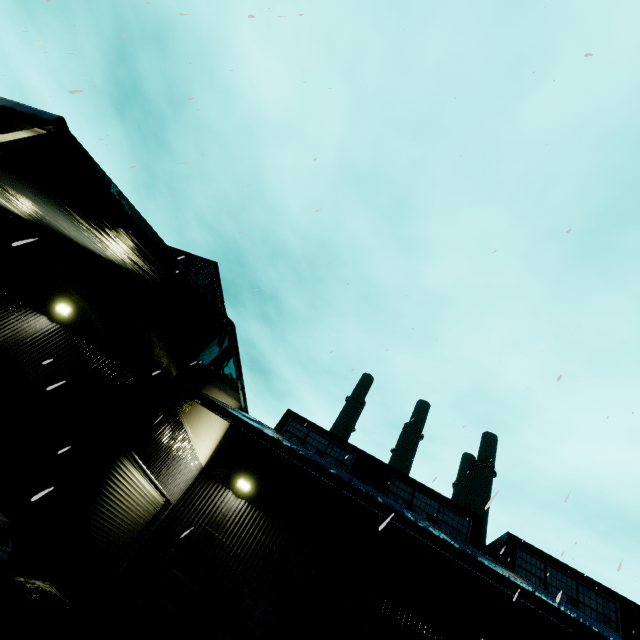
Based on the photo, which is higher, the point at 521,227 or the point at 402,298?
the point at 521,227

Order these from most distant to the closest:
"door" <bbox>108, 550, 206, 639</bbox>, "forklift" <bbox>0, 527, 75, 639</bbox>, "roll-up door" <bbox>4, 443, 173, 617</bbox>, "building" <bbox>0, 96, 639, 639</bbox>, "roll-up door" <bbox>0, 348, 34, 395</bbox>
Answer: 1. "door" <bbox>108, 550, 206, 639</bbox>
2. "roll-up door" <bbox>0, 348, 34, 395</bbox>
3. "roll-up door" <bbox>4, 443, 173, 617</bbox>
4. "building" <bbox>0, 96, 639, 639</bbox>
5. "forklift" <bbox>0, 527, 75, 639</bbox>

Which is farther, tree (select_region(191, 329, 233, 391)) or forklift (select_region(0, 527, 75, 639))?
tree (select_region(191, 329, 233, 391))

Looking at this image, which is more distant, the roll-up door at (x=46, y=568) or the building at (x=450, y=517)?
the roll-up door at (x=46, y=568)

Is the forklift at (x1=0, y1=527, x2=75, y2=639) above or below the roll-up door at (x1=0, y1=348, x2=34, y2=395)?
below

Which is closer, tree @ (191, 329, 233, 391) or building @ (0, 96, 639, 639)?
building @ (0, 96, 639, 639)

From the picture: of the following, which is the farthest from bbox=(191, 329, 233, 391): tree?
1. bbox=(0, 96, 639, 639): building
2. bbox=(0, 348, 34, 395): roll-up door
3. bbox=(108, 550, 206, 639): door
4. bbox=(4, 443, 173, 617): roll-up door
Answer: bbox=(108, 550, 206, 639): door

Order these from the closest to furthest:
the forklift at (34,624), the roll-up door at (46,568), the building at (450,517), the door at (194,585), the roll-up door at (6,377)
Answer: the forklift at (34,624) → the building at (450,517) → the roll-up door at (46,568) → the roll-up door at (6,377) → the door at (194,585)
